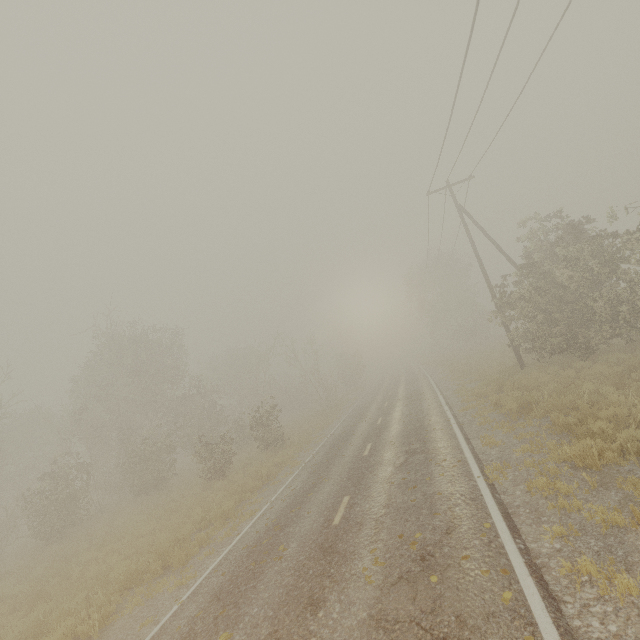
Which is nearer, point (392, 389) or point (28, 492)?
point (28, 492)

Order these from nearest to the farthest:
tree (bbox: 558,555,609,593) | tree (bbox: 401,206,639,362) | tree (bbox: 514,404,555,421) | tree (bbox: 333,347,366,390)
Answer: tree (bbox: 558,555,609,593) → tree (bbox: 514,404,555,421) → tree (bbox: 401,206,639,362) → tree (bbox: 333,347,366,390)

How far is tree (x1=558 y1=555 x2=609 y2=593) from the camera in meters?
4.2

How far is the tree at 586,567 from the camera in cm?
424

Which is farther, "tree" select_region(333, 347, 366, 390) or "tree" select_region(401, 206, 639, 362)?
"tree" select_region(333, 347, 366, 390)
